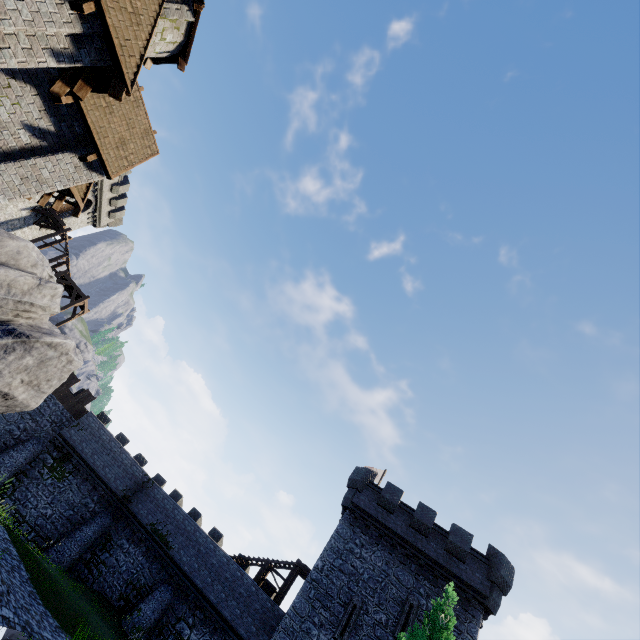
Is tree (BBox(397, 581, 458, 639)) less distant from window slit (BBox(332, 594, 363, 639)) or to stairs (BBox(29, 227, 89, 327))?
window slit (BBox(332, 594, 363, 639))

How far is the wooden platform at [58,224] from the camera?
31.1 meters

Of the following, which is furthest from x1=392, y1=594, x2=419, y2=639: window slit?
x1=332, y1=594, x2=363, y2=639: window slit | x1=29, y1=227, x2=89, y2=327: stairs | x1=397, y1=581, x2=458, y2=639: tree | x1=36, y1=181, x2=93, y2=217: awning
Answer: x1=29, y1=227, x2=89, y2=327: stairs

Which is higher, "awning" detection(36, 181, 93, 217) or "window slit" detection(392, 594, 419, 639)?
"window slit" detection(392, 594, 419, 639)

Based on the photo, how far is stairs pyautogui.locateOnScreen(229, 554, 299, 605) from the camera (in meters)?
24.00

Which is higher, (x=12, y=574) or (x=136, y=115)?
(x=136, y=115)

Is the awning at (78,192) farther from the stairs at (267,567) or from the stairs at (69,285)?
the stairs at (267,567)

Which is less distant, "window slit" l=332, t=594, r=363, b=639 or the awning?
the awning
